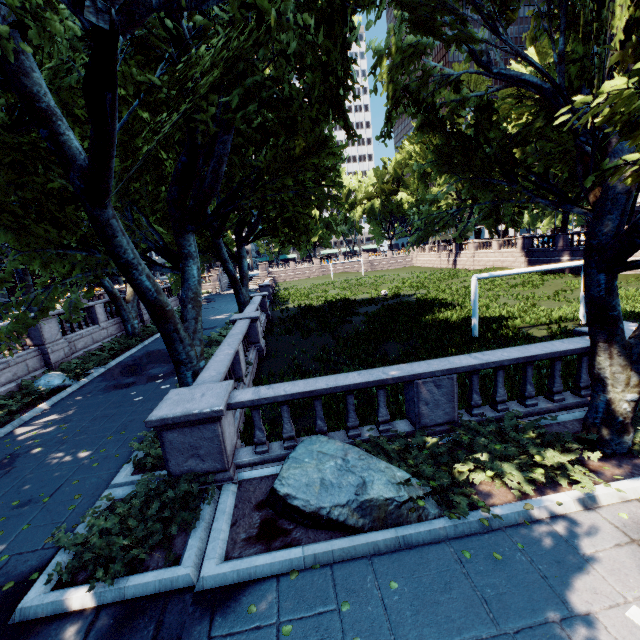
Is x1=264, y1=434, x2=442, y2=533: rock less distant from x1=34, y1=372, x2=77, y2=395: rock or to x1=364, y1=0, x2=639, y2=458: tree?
x1=364, y1=0, x2=639, y2=458: tree

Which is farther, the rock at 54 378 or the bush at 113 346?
the bush at 113 346

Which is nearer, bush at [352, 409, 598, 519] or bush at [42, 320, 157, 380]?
bush at [352, 409, 598, 519]

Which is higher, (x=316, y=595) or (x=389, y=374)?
(x=389, y=374)

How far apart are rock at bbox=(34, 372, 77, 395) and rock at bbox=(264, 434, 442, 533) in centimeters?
1203cm

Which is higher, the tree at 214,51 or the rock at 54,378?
the tree at 214,51

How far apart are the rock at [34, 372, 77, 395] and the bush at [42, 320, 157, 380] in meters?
2.8

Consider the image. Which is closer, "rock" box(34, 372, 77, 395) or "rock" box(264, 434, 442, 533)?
"rock" box(264, 434, 442, 533)
